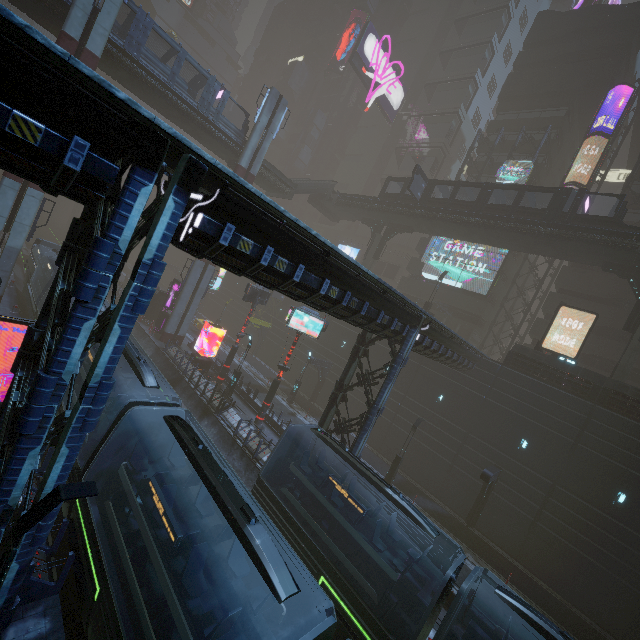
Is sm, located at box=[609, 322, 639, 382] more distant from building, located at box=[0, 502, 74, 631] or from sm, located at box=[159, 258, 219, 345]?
sm, located at box=[159, 258, 219, 345]

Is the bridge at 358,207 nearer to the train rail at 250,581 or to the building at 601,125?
the building at 601,125

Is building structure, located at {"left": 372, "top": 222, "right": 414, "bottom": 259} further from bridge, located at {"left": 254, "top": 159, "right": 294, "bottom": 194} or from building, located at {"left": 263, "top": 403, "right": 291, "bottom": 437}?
bridge, located at {"left": 254, "top": 159, "right": 294, "bottom": 194}

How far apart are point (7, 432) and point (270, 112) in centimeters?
3324cm

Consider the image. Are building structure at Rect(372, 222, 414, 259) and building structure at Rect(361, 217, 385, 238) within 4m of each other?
yes

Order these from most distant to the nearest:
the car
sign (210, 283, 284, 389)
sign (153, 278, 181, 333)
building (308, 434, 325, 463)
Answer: the car < sign (153, 278, 181, 333) < sign (210, 283, 284, 389) < building (308, 434, 325, 463)

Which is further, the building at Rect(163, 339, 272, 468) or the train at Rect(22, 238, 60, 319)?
the train at Rect(22, 238, 60, 319)

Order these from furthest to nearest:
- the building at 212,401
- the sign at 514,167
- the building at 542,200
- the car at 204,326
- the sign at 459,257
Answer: the building at 542,200
the car at 204,326
the sign at 459,257
the sign at 514,167
the building at 212,401
